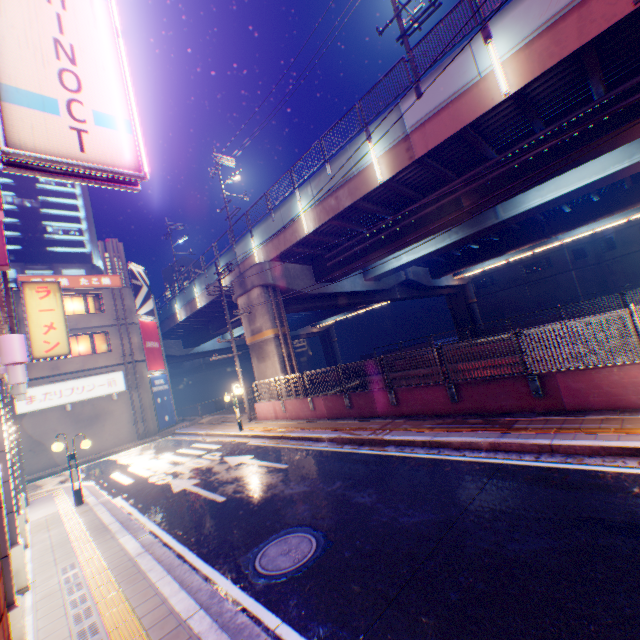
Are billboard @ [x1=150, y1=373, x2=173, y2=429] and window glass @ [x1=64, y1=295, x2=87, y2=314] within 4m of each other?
no

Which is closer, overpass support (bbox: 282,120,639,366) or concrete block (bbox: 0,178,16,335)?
concrete block (bbox: 0,178,16,335)

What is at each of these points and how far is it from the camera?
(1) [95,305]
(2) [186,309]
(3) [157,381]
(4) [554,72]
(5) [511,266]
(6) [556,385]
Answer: (1) window glass, 24.22m
(2) overpass support, 30.34m
(3) billboard, 26.17m
(4) overpass support, 9.92m
(5) building, 46.75m
(6) concrete block, 8.12m

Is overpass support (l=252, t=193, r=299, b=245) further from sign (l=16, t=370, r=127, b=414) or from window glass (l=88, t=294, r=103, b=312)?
sign (l=16, t=370, r=127, b=414)

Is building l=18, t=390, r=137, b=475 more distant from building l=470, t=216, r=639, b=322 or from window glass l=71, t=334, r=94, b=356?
building l=470, t=216, r=639, b=322

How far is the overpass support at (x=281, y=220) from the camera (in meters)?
17.84

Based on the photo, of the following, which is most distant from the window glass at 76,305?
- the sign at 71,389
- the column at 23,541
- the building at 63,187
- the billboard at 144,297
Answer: the building at 63,187

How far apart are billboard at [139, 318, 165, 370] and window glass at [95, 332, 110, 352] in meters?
2.1
